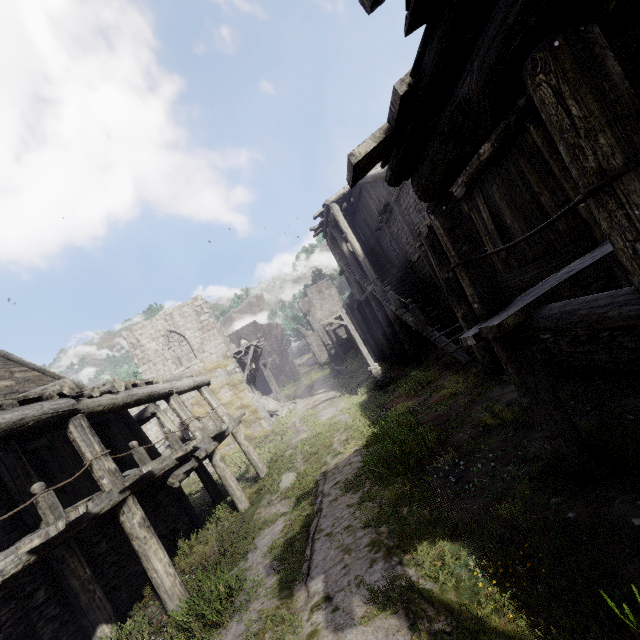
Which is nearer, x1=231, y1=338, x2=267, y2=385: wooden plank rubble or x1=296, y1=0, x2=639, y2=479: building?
x1=296, y1=0, x2=639, y2=479: building

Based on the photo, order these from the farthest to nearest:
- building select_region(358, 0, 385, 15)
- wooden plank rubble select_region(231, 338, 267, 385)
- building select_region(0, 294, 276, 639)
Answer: wooden plank rubble select_region(231, 338, 267, 385)
building select_region(0, 294, 276, 639)
building select_region(358, 0, 385, 15)

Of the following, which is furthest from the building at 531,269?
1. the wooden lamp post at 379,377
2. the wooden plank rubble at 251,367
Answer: the wooden lamp post at 379,377

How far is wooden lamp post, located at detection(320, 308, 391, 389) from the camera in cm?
1711

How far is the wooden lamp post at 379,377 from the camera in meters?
17.1

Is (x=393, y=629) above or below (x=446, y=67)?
below

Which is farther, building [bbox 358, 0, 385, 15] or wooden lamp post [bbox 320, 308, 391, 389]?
wooden lamp post [bbox 320, 308, 391, 389]
